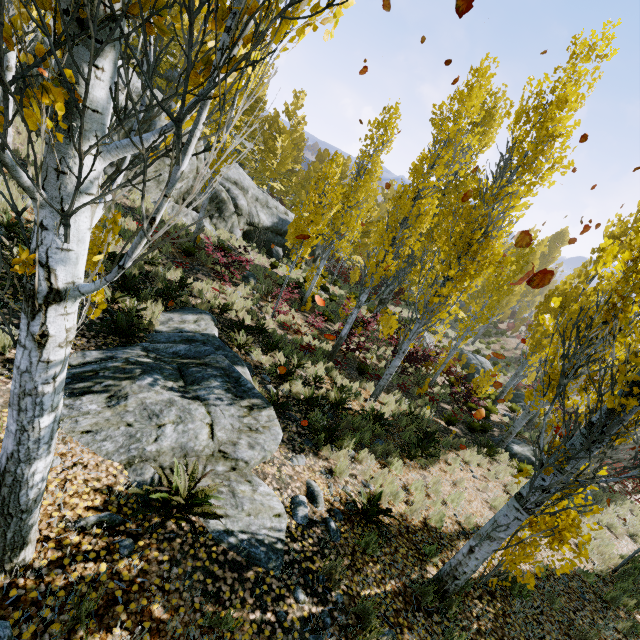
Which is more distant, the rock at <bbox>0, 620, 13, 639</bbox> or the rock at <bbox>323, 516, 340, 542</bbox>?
the rock at <bbox>323, 516, 340, 542</bbox>

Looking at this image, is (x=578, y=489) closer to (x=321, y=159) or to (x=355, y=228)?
(x=355, y=228)

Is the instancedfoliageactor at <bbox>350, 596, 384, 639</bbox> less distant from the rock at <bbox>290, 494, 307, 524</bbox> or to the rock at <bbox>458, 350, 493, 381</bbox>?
the rock at <bbox>290, 494, 307, 524</bbox>

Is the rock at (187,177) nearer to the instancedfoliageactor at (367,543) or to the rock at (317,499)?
the instancedfoliageactor at (367,543)

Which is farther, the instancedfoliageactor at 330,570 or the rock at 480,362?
the rock at 480,362

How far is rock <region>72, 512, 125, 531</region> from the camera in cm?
307

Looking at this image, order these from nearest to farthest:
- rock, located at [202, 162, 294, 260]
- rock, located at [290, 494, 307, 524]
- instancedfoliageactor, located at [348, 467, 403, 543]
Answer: rock, located at [290, 494, 307, 524], instancedfoliageactor, located at [348, 467, 403, 543], rock, located at [202, 162, 294, 260]

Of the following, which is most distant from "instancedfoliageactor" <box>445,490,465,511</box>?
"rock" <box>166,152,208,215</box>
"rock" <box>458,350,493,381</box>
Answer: "rock" <box>458,350,493,381</box>
